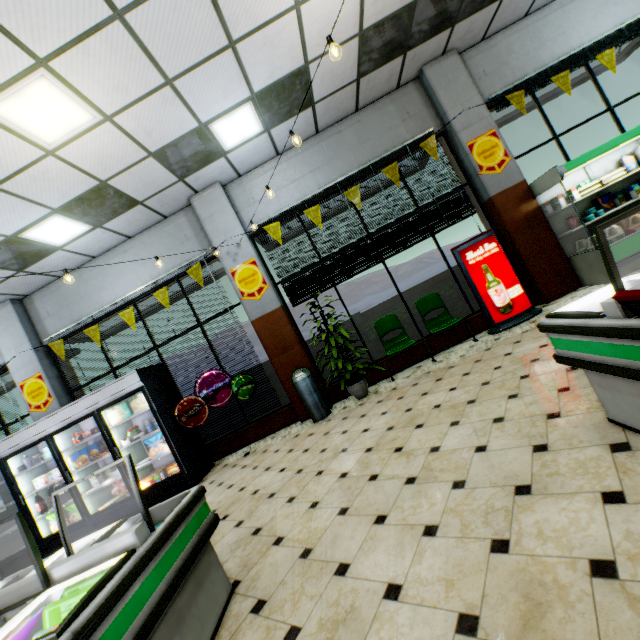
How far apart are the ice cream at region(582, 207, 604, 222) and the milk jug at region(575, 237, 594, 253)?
0.2m

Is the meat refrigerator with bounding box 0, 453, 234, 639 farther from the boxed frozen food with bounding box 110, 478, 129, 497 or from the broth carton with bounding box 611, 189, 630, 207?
the broth carton with bounding box 611, 189, 630, 207

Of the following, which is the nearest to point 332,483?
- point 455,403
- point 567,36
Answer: point 455,403

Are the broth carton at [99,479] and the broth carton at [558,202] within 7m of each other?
no

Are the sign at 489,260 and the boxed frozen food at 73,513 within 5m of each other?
no

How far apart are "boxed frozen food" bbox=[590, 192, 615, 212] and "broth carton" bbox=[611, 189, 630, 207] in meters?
0.1

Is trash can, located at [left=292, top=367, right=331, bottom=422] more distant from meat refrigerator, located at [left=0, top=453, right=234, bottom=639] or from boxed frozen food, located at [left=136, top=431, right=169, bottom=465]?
meat refrigerator, located at [left=0, top=453, right=234, bottom=639]

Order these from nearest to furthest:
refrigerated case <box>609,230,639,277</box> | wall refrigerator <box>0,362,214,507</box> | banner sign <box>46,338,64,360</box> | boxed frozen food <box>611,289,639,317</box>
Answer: boxed frozen food <box>611,289,639,317</box>
refrigerated case <box>609,230,639,277</box>
wall refrigerator <box>0,362,214,507</box>
banner sign <box>46,338,64,360</box>
